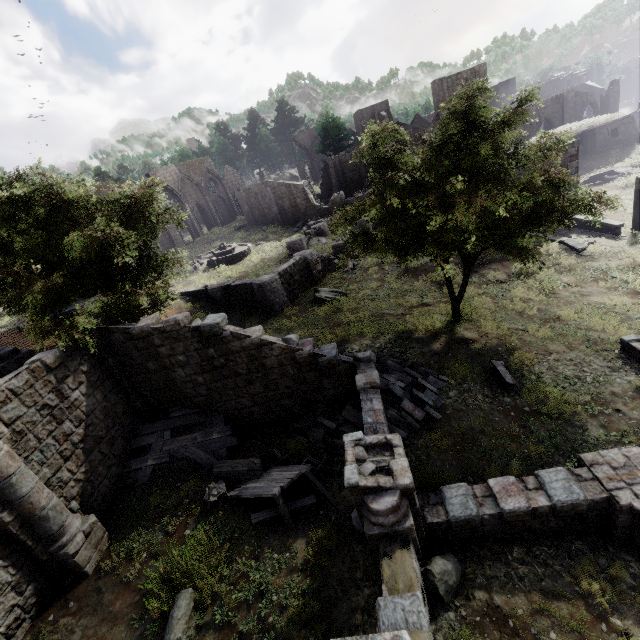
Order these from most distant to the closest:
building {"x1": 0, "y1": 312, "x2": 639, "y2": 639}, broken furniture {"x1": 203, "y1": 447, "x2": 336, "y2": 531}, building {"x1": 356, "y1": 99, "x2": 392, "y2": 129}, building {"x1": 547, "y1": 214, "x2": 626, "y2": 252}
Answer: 1. building {"x1": 356, "y1": 99, "x2": 392, "y2": 129}
2. building {"x1": 547, "y1": 214, "x2": 626, "y2": 252}
3. broken furniture {"x1": 203, "y1": 447, "x2": 336, "y2": 531}
4. building {"x1": 0, "y1": 312, "x2": 639, "y2": 639}

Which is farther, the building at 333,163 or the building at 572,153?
the building at 333,163

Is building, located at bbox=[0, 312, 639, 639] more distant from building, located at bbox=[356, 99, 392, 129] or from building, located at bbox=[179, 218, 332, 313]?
building, located at bbox=[356, 99, 392, 129]

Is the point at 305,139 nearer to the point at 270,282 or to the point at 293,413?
the point at 270,282

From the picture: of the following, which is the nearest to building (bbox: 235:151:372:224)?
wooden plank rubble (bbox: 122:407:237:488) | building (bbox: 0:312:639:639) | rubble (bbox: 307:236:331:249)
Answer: rubble (bbox: 307:236:331:249)

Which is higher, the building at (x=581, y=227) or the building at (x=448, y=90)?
the building at (x=448, y=90)

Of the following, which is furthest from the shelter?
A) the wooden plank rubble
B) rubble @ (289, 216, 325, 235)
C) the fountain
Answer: the wooden plank rubble

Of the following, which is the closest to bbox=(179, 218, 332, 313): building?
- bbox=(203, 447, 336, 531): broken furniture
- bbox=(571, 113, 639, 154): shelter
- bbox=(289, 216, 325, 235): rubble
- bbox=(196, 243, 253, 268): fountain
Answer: bbox=(196, 243, 253, 268): fountain
